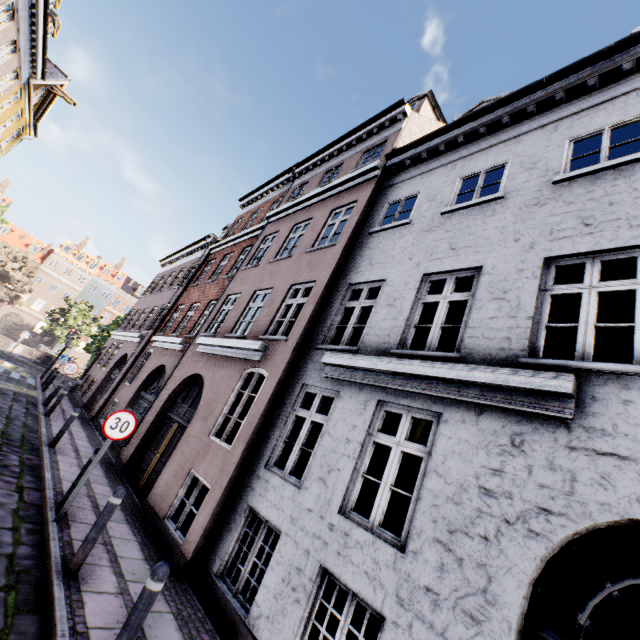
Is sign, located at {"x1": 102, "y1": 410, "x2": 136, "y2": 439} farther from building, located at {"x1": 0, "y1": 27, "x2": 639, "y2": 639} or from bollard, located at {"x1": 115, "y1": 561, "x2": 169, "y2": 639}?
bollard, located at {"x1": 115, "y1": 561, "x2": 169, "y2": 639}

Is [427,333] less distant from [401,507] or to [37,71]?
[401,507]

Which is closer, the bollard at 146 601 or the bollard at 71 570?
the bollard at 146 601

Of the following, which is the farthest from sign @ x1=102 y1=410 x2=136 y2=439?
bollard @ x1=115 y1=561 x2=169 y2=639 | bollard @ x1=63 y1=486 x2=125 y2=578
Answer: bollard @ x1=115 y1=561 x2=169 y2=639

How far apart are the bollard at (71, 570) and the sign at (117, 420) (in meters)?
1.43

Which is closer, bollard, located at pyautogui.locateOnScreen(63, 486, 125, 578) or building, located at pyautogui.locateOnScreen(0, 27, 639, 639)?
building, located at pyautogui.locateOnScreen(0, 27, 639, 639)

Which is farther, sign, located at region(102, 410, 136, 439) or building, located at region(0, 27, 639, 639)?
sign, located at region(102, 410, 136, 439)
